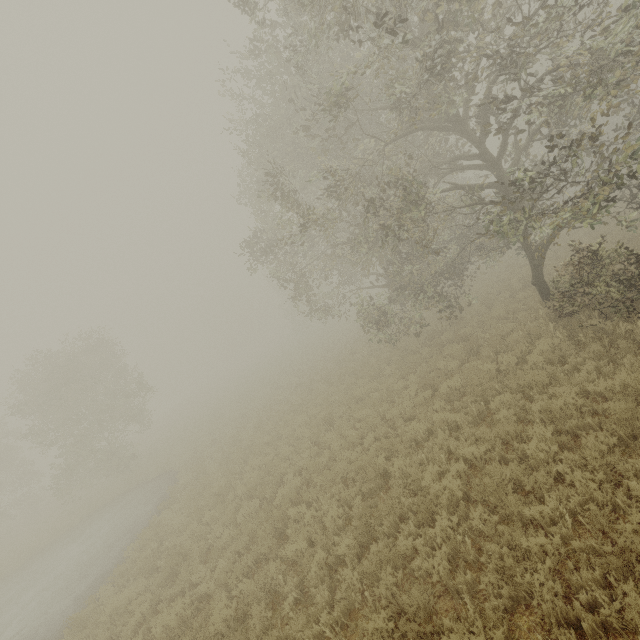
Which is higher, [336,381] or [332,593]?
[336,381]
